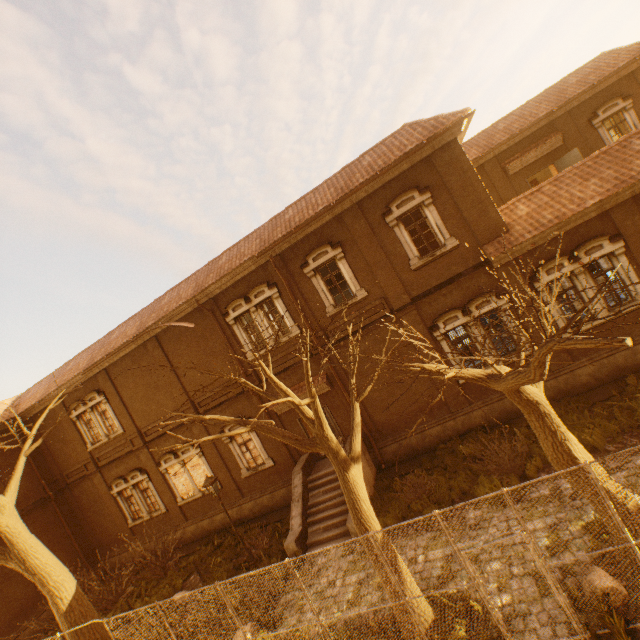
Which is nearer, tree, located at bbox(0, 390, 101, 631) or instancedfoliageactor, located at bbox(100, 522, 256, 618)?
tree, located at bbox(0, 390, 101, 631)

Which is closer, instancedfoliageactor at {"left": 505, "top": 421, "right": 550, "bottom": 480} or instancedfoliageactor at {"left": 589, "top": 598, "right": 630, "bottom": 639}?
instancedfoliageactor at {"left": 589, "top": 598, "right": 630, "bottom": 639}

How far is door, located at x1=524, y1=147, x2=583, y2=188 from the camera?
16.7 meters

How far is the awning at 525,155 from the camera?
17.7 meters

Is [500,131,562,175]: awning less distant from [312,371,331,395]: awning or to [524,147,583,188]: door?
[524,147,583,188]: door

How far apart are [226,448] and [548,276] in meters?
16.2

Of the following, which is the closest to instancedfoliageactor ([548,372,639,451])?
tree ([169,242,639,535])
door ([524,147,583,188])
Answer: tree ([169,242,639,535])

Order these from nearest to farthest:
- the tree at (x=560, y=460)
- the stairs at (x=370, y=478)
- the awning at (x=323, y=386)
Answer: the tree at (x=560, y=460) < the stairs at (x=370, y=478) < the awning at (x=323, y=386)
